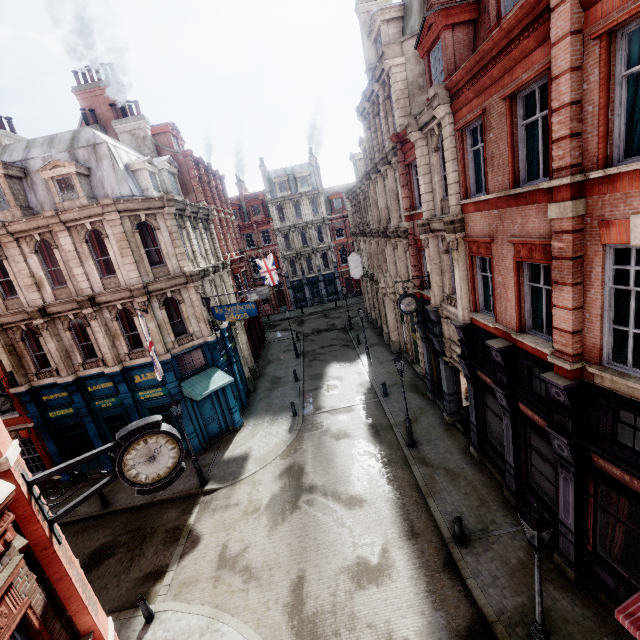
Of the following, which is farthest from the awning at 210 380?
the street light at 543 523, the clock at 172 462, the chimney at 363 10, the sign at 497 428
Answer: the chimney at 363 10

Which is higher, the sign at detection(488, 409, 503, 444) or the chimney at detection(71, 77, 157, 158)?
the chimney at detection(71, 77, 157, 158)

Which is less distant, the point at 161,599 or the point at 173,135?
the point at 161,599

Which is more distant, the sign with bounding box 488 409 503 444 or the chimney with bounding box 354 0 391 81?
the chimney with bounding box 354 0 391 81

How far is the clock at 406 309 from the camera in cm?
1484

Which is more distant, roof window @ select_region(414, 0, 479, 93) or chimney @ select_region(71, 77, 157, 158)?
chimney @ select_region(71, 77, 157, 158)

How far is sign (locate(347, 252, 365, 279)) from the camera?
29.2m

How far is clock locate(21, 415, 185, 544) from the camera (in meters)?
5.21
